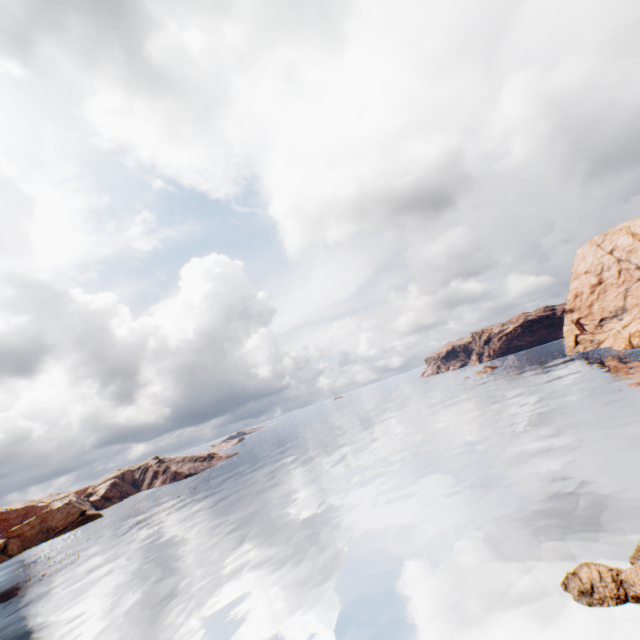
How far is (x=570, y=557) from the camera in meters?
16.5 m
